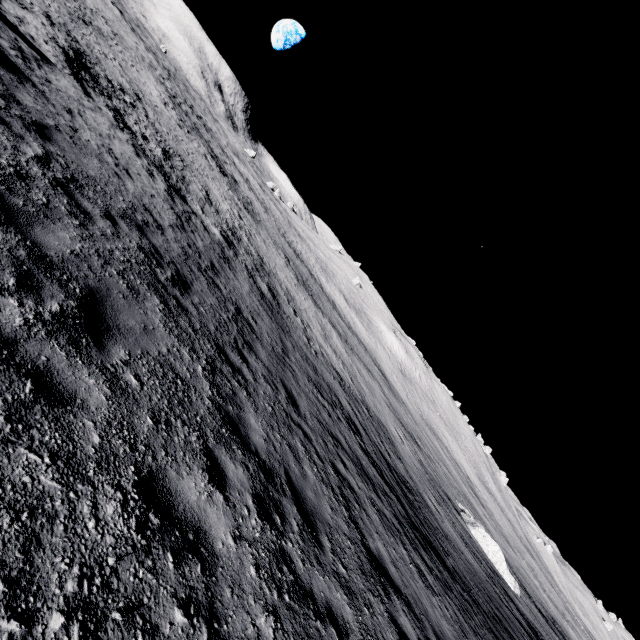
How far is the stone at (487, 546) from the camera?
23.7m

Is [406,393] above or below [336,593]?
below

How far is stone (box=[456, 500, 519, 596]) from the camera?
23.7m
